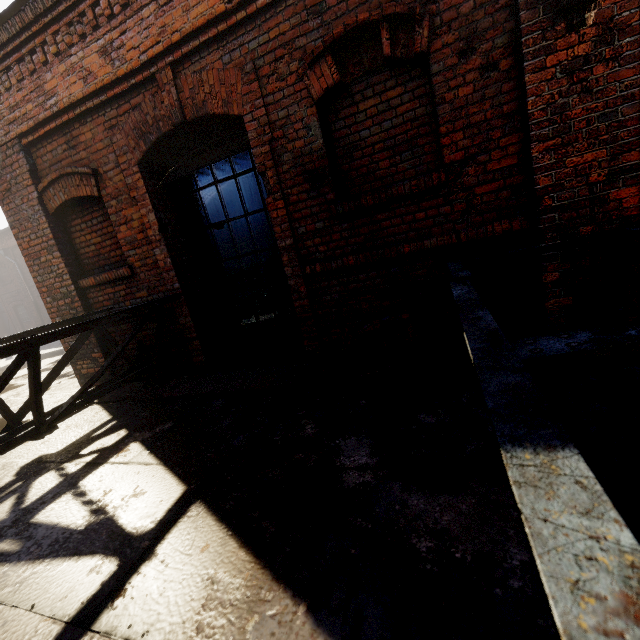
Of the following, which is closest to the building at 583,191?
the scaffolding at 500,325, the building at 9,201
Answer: the scaffolding at 500,325

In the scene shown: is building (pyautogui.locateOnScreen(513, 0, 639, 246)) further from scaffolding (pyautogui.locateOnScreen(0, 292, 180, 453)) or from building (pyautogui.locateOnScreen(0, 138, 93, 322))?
building (pyautogui.locateOnScreen(0, 138, 93, 322))

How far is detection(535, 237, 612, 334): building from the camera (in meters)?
2.65

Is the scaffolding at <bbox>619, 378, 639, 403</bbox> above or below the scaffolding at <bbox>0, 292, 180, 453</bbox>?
below

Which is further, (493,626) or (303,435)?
(303,435)

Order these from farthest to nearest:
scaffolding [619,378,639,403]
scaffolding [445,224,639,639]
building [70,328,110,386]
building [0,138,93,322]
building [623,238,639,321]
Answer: building [70,328,110,386], building [0,138,93,322], building [623,238,639,321], scaffolding [619,378,639,403], scaffolding [445,224,639,639]

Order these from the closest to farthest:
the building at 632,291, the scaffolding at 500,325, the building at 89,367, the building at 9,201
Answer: the scaffolding at 500,325, the building at 632,291, the building at 9,201, the building at 89,367
